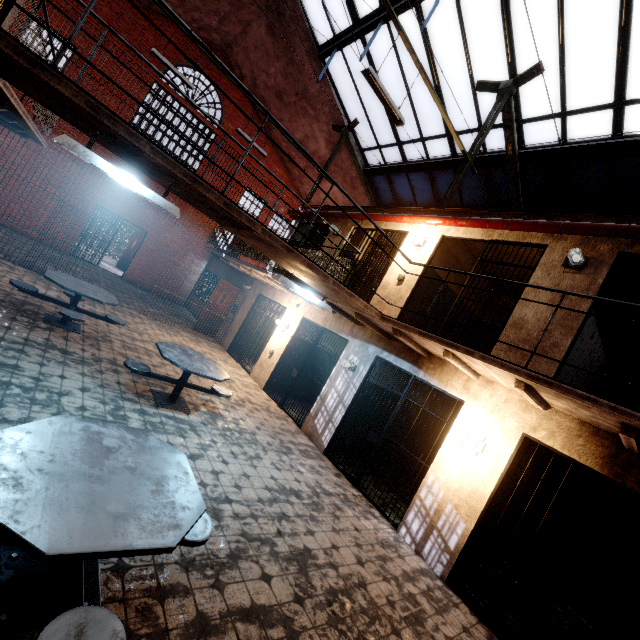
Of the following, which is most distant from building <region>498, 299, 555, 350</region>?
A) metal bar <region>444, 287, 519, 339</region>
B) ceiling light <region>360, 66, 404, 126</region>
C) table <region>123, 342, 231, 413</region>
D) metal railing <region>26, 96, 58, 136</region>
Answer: table <region>123, 342, 231, 413</region>

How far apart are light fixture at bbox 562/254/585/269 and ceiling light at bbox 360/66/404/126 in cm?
366

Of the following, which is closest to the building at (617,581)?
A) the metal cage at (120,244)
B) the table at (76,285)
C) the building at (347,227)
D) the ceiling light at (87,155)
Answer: the building at (347,227)

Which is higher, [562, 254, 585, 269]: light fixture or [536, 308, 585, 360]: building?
[562, 254, 585, 269]: light fixture

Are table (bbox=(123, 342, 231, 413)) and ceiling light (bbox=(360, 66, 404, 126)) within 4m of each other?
no

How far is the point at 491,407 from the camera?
5.0 meters

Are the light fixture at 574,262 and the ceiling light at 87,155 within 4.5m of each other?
no

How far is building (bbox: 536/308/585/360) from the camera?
4.7m
